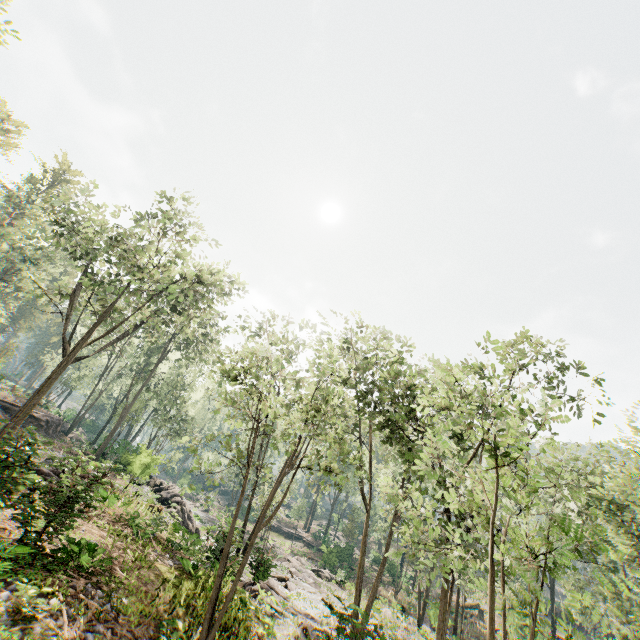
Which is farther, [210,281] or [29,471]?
Answer: [210,281]

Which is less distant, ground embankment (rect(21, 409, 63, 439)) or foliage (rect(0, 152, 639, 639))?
foliage (rect(0, 152, 639, 639))

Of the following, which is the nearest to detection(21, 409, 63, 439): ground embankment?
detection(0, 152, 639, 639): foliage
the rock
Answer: Answer: detection(0, 152, 639, 639): foliage

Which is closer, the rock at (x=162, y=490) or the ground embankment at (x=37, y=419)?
Answer: the rock at (x=162, y=490)

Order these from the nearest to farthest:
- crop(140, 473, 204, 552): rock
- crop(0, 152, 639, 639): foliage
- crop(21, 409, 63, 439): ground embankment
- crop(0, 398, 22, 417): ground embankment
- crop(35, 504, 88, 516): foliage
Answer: crop(0, 152, 639, 639): foliage → crop(35, 504, 88, 516): foliage → crop(140, 473, 204, 552): rock → crop(0, 398, 22, 417): ground embankment → crop(21, 409, 63, 439): ground embankment

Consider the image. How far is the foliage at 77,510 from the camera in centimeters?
900cm
